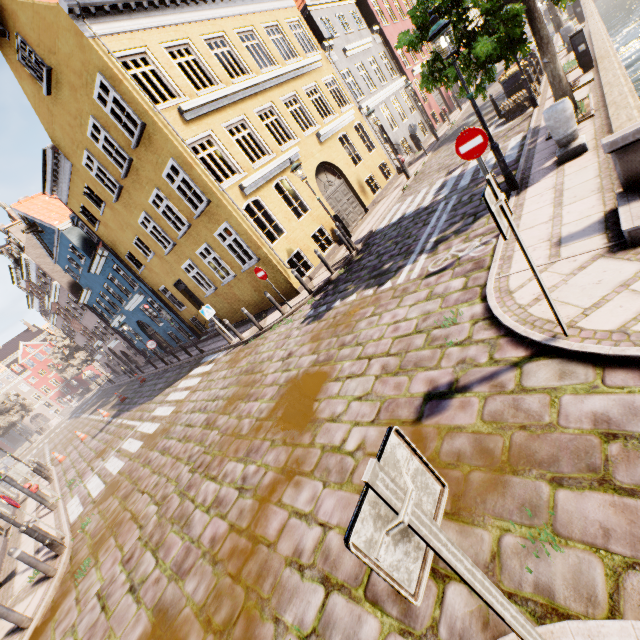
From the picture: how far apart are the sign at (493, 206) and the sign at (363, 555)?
2.34m

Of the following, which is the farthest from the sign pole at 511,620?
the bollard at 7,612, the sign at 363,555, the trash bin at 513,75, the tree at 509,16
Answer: the trash bin at 513,75

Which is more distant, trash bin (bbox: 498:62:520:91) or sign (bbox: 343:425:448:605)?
trash bin (bbox: 498:62:520:91)

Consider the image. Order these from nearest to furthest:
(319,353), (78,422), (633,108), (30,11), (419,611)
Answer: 1. (419,611)
2. (633,108)
3. (319,353)
4. (30,11)
5. (78,422)

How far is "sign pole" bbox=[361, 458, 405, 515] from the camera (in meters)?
1.20

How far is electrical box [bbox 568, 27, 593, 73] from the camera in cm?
1037

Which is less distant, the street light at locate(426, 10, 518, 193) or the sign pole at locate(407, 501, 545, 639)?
the sign pole at locate(407, 501, 545, 639)

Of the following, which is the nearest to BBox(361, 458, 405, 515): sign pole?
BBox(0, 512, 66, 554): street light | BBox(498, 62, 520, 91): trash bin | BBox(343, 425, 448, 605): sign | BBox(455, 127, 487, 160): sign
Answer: BBox(343, 425, 448, 605): sign
